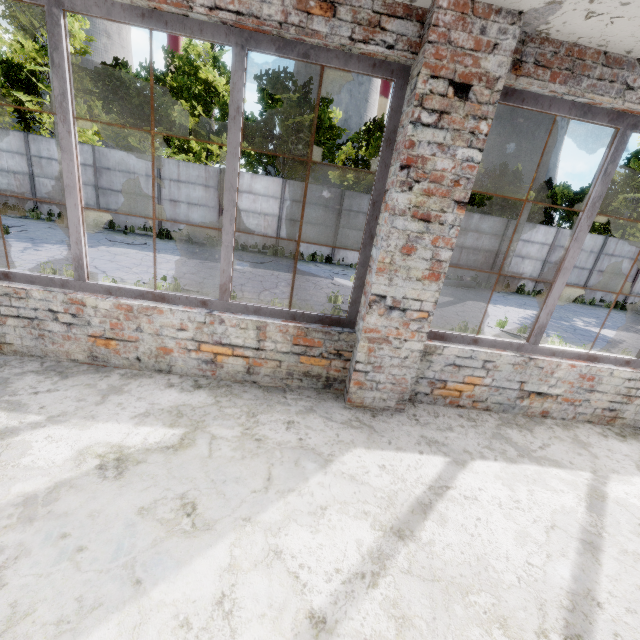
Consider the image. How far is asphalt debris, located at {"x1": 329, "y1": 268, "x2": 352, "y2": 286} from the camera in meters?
13.0 m

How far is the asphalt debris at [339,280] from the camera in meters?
13.0 m

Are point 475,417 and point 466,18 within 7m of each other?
yes
